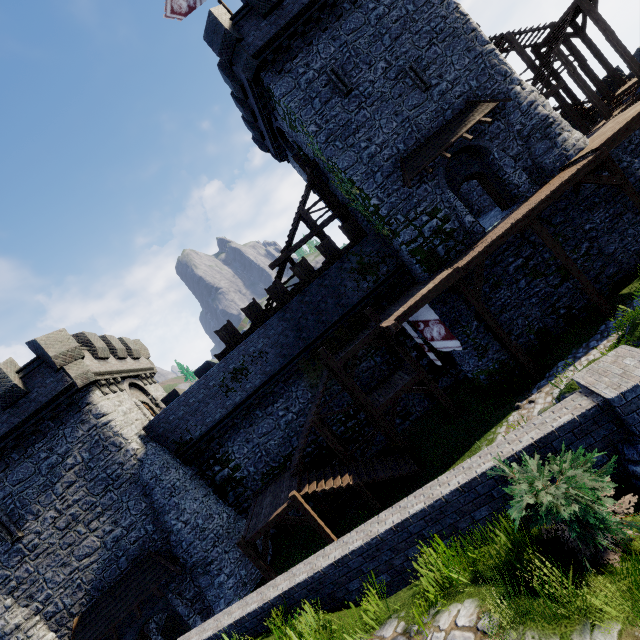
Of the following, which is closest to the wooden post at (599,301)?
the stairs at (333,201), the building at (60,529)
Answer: the stairs at (333,201)

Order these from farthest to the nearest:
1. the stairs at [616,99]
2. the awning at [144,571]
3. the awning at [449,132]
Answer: the stairs at [616,99] → the awning at [449,132] → the awning at [144,571]

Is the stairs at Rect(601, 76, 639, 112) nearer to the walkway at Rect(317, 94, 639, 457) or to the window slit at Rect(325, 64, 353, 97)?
the walkway at Rect(317, 94, 639, 457)

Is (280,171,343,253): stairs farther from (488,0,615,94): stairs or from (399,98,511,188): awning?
(488,0,615,94): stairs

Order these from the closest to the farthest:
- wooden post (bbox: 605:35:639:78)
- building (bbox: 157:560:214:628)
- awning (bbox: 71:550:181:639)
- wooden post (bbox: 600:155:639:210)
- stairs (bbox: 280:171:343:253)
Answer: wooden post (bbox: 600:155:639:210)
awning (bbox: 71:550:181:639)
building (bbox: 157:560:214:628)
wooden post (bbox: 605:35:639:78)
stairs (bbox: 280:171:343:253)

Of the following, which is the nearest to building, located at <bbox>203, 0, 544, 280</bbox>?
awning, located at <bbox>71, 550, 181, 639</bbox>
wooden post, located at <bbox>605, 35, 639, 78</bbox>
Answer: wooden post, located at <bbox>605, 35, 639, 78</bbox>

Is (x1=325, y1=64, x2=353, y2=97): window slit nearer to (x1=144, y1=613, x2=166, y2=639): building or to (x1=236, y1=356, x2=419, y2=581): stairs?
(x1=236, y1=356, x2=419, y2=581): stairs

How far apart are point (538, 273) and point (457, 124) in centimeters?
846cm
